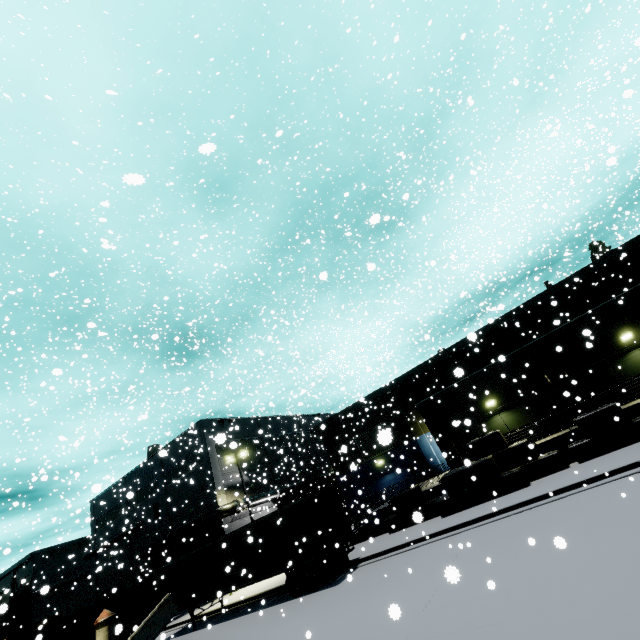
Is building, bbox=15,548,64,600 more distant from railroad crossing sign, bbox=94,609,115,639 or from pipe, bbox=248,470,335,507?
railroad crossing sign, bbox=94,609,115,639

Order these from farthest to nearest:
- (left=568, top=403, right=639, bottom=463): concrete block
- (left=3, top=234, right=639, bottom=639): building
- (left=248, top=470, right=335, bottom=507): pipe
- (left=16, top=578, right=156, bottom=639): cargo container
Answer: (left=248, top=470, right=335, bottom=507): pipe → (left=16, top=578, right=156, bottom=639): cargo container → (left=3, top=234, right=639, bottom=639): building → (left=568, top=403, right=639, bottom=463): concrete block

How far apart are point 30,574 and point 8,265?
70.36m

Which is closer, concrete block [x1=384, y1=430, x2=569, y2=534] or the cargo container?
concrete block [x1=384, y1=430, x2=569, y2=534]

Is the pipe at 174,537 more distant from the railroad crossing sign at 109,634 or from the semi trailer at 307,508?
the railroad crossing sign at 109,634

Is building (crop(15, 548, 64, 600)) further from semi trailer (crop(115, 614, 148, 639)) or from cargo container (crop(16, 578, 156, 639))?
cargo container (crop(16, 578, 156, 639))

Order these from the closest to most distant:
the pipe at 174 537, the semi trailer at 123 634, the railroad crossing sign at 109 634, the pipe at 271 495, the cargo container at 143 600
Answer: the railroad crossing sign at 109 634 → the semi trailer at 123 634 → the cargo container at 143 600 → the pipe at 174 537 → the pipe at 271 495

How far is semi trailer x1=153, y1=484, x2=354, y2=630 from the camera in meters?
16.2
